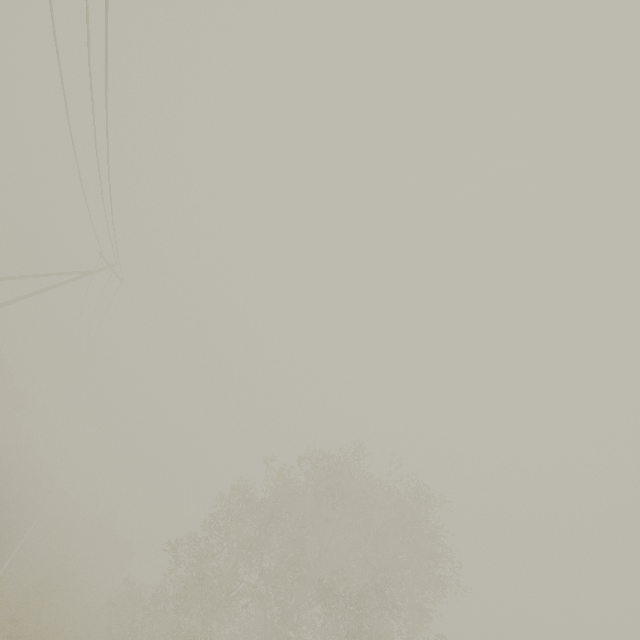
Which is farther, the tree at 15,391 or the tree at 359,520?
the tree at 15,391

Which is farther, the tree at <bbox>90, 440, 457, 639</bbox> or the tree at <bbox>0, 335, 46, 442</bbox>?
the tree at <bbox>0, 335, 46, 442</bbox>

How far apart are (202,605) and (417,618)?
12.99m
